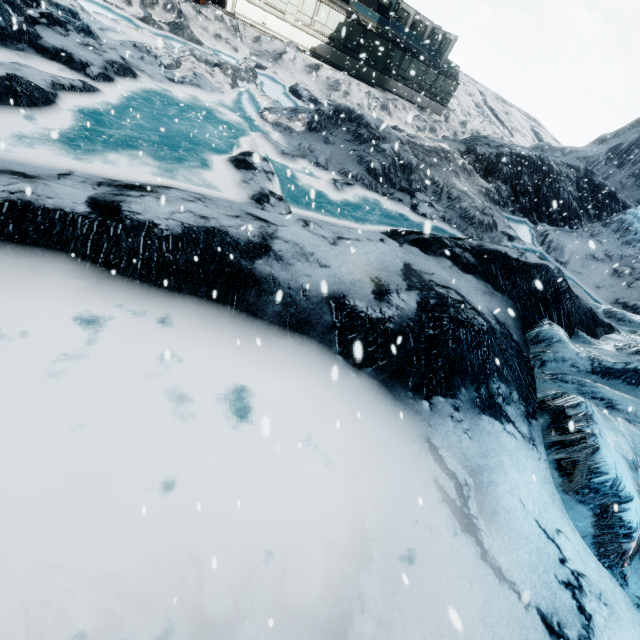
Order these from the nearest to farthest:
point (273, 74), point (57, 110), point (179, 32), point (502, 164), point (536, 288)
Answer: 1. point (57, 110)
2. point (536, 288)
3. point (179, 32)
4. point (273, 74)
5. point (502, 164)
